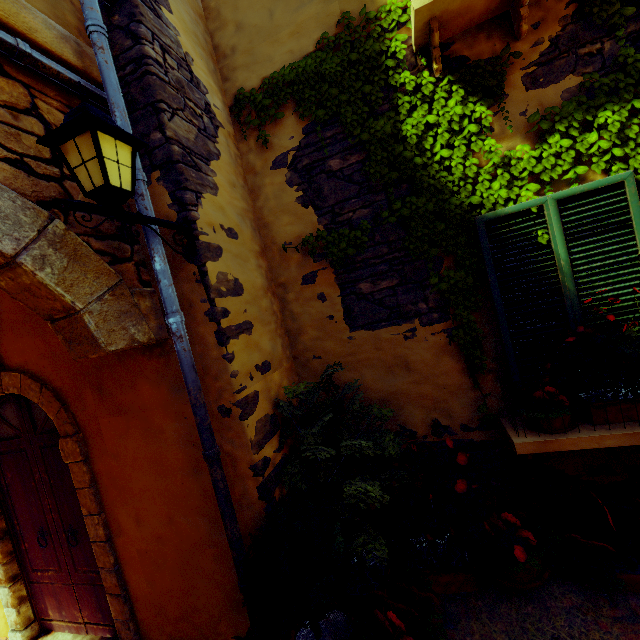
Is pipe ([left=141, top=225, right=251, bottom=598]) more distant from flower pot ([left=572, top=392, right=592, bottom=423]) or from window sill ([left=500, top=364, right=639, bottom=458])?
flower pot ([left=572, top=392, right=592, bottom=423])

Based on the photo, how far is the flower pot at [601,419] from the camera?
2.4 meters

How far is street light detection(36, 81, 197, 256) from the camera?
1.66m

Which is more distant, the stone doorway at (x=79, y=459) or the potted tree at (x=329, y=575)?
the stone doorway at (x=79, y=459)

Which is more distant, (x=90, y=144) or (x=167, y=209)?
(x=167, y=209)

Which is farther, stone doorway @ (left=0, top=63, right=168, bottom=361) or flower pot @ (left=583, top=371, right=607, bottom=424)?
flower pot @ (left=583, top=371, right=607, bottom=424)

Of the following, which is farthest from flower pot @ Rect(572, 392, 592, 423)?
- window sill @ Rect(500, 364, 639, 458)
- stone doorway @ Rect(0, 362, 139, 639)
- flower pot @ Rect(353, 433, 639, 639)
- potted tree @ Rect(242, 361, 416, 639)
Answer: stone doorway @ Rect(0, 362, 139, 639)
